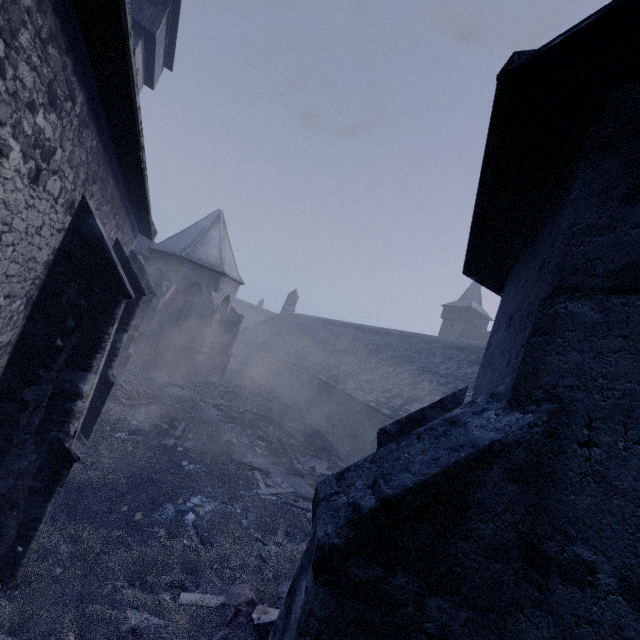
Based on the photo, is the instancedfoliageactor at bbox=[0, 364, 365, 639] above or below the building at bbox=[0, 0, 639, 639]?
below

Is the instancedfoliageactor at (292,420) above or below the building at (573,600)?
below

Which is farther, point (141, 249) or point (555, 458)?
point (141, 249)

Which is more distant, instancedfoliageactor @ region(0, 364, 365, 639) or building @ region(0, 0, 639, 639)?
instancedfoliageactor @ region(0, 364, 365, 639)

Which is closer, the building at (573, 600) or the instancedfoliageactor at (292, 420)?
the building at (573, 600)
